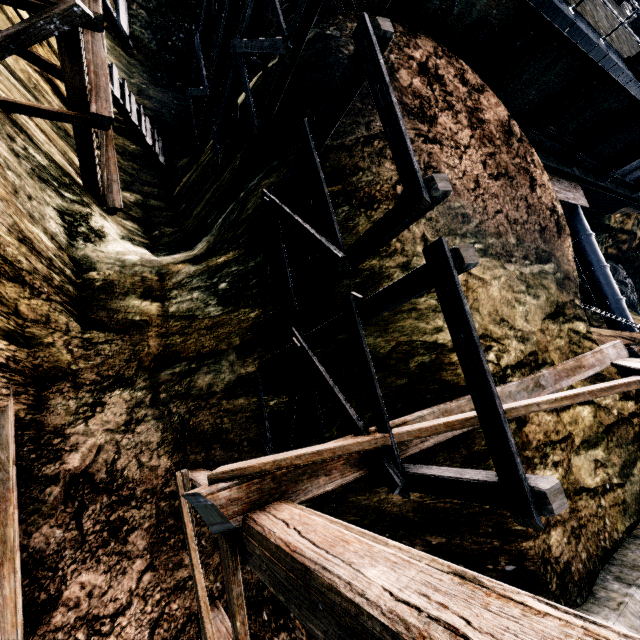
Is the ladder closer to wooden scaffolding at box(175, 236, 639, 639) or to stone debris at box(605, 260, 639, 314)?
wooden scaffolding at box(175, 236, 639, 639)

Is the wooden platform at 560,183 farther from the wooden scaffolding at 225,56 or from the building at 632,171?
the wooden scaffolding at 225,56

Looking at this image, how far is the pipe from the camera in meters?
25.6

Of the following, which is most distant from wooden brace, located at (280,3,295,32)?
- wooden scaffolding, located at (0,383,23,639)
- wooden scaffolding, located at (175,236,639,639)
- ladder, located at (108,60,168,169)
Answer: wooden scaffolding, located at (175,236,639,639)

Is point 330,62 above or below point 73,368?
above

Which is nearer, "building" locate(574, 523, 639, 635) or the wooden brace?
"building" locate(574, 523, 639, 635)

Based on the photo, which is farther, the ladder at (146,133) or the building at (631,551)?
the ladder at (146,133)

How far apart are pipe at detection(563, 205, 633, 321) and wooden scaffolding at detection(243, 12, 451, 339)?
30.1 meters
